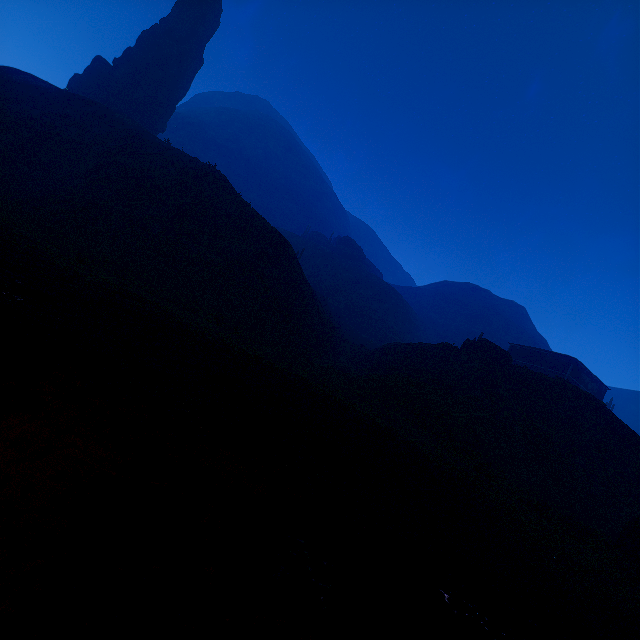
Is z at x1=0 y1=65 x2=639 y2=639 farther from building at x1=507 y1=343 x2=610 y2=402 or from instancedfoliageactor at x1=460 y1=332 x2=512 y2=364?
instancedfoliageactor at x1=460 y1=332 x2=512 y2=364

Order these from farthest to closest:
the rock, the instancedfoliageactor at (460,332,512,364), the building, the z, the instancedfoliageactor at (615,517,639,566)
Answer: the rock → the building → the instancedfoliageactor at (460,332,512,364) → the instancedfoliageactor at (615,517,639,566) → the z

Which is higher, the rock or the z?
the rock

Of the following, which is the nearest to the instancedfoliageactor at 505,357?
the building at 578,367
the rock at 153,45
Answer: the building at 578,367

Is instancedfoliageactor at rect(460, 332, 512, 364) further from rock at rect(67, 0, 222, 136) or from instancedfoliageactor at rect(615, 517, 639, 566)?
rock at rect(67, 0, 222, 136)

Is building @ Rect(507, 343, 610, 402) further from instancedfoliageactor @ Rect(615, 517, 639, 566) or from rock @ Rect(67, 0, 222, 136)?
rock @ Rect(67, 0, 222, 136)

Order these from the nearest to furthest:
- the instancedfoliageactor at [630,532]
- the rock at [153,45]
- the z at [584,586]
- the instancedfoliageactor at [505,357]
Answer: the z at [584,586] → the instancedfoliageactor at [630,532] → the instancedfoliageactor at [505,357] → the rock at [153,45]

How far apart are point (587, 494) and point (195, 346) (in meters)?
23.24
